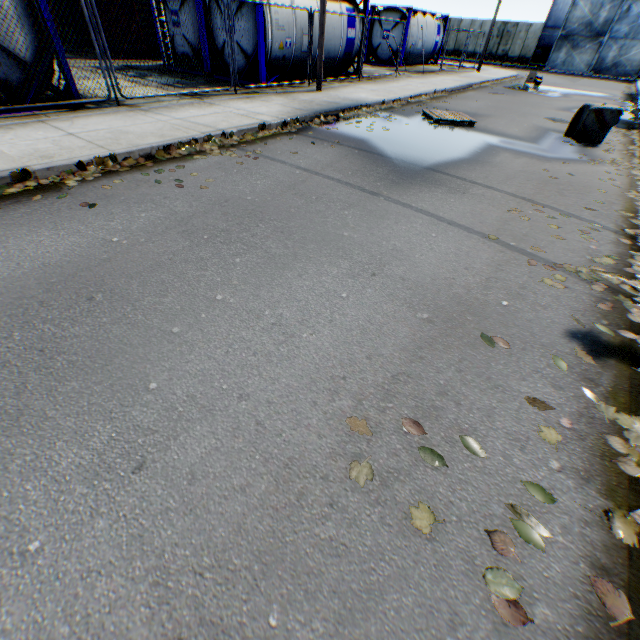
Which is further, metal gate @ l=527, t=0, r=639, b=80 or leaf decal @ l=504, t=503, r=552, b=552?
metal gate @ l=527, t=0, r=639, b=80

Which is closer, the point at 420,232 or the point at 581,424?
the point at 581,424

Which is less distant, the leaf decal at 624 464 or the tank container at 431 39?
the leaf decal at 624 464

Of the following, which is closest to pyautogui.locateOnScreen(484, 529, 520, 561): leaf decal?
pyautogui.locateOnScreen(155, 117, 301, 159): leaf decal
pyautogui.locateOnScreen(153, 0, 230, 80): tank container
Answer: pyautogui.locateOnScreen(155, 117, 301, 159): leaf decal

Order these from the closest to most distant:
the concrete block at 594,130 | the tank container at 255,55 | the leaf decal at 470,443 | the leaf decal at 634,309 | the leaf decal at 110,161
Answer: the leaf decal at 470,443, the leaf decal at 634,309, the leaf decal at 110,161, the concrete block at 594,130, the tank container at 255,55

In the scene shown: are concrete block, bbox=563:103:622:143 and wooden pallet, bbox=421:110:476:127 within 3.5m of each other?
yes

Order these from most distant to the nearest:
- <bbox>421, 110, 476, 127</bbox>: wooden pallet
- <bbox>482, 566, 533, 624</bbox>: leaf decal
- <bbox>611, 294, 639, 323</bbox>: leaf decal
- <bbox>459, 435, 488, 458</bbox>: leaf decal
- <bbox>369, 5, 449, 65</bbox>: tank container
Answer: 1. <bbox>369, 5, 449, 65</bbox>: tank container
2. <bbox>421, 110, 476, 127</bbox>: wooden pallet
3. <bbox>611, 294, 639, 323</bbox>: leaf decal
4. <bbox>459, 435, 488, 458</bbox>: leaf decal
5. <bbox>482, 566, 533, 624</bbox>: leaf decal

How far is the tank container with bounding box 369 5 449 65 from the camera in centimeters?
2069cm
